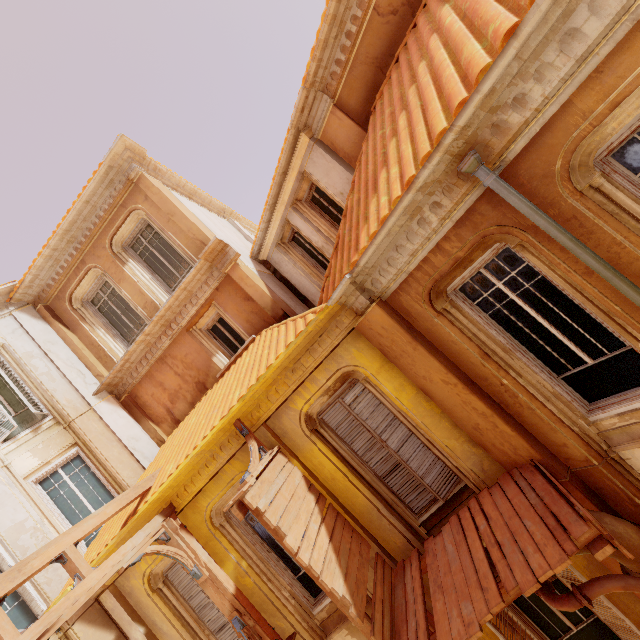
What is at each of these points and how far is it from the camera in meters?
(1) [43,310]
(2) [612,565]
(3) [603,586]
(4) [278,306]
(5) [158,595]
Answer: (1) column, 9.7
(2) column, 5.1
(3) pipe, 3.8
(4) column, 8.3
(5) window, 7.0

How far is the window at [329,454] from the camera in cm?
557

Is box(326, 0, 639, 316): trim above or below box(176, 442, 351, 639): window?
above

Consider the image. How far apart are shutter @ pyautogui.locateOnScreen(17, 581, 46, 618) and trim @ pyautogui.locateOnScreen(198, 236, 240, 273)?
7.3 meters

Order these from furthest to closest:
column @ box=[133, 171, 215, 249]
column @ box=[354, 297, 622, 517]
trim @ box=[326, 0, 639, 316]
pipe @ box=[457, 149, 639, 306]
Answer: column @ box=[133, 171, 215, 249], column @ box=[354, 297, 622, 517], pipe @ box=[457, 149, 639, 306], trim @ box=[326, 0, 639, 316]

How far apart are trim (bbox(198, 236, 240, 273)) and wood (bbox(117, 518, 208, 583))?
5.6 meters

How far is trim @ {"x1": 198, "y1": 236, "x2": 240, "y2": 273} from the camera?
8.12m

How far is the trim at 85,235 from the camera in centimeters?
885cm
